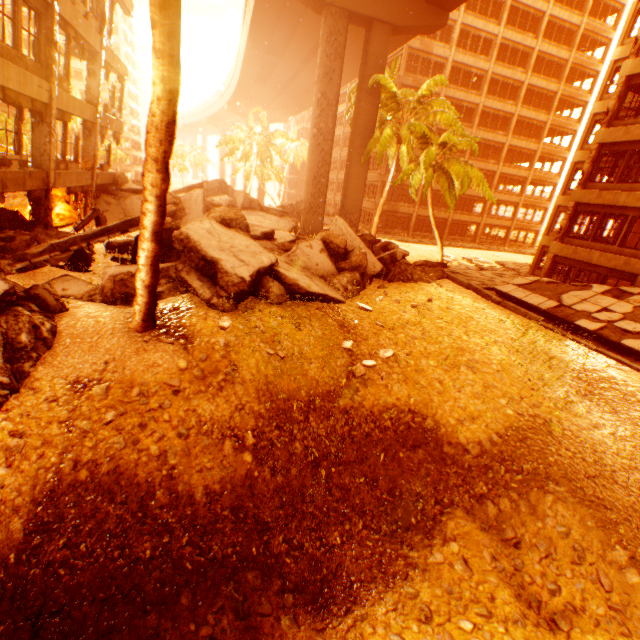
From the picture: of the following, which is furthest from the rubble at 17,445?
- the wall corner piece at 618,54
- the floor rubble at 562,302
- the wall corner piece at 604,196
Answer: the wall corner piece at 618,54

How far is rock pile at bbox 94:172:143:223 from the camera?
18.6 meters

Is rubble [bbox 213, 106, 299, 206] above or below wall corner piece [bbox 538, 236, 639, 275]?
above

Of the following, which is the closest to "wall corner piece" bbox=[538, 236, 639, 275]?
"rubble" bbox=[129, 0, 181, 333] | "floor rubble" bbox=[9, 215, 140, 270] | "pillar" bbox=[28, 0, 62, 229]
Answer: "rubble" bbox=[129, 0, 181, 333]

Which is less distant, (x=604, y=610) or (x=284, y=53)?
(x=604, y=610)

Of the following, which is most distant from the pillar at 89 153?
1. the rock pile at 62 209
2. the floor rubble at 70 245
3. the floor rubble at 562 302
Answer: the floor rubble at 562 302

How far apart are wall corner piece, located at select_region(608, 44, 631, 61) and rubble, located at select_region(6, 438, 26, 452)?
32.6 meters

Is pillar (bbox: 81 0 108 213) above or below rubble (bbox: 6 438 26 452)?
above
